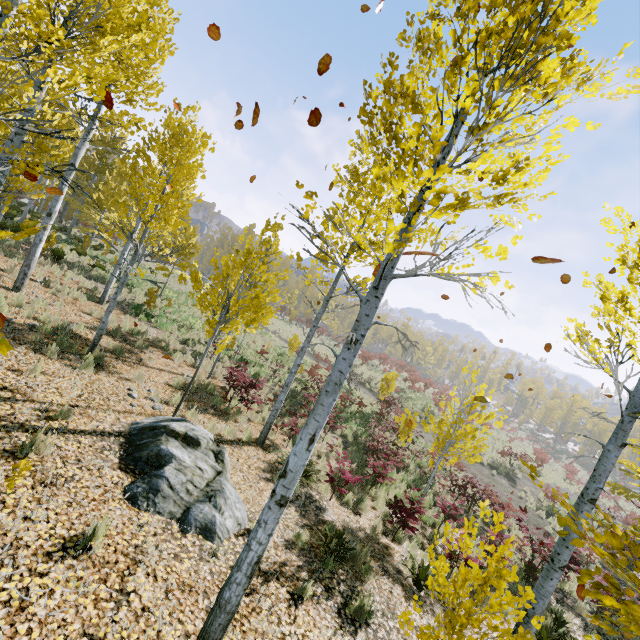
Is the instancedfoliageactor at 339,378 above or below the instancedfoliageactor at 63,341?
above

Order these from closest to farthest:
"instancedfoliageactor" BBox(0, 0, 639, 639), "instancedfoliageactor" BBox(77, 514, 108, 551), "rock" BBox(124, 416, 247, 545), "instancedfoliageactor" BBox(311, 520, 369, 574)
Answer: "instancedfoliageactor" BBox(0, 0, 639, 639)
"instancedfoliageactor" BBox(77, 514, 108, 551)
"rock" BBox(124, 416, 247, 545)
"instancedfoliageactor" BBox(311, 520, 369, 574)

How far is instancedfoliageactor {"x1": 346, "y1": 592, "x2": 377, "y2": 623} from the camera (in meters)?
4.85

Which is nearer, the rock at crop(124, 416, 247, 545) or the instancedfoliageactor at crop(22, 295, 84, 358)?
the rock at crop(124, 416, 247, 545)

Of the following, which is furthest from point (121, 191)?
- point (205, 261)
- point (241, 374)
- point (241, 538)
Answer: point (205, 261)

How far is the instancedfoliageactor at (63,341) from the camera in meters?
7.3 m

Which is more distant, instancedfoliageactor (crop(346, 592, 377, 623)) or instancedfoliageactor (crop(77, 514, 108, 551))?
instancedfoliageactor (crop(346, 592, 377, 623))
